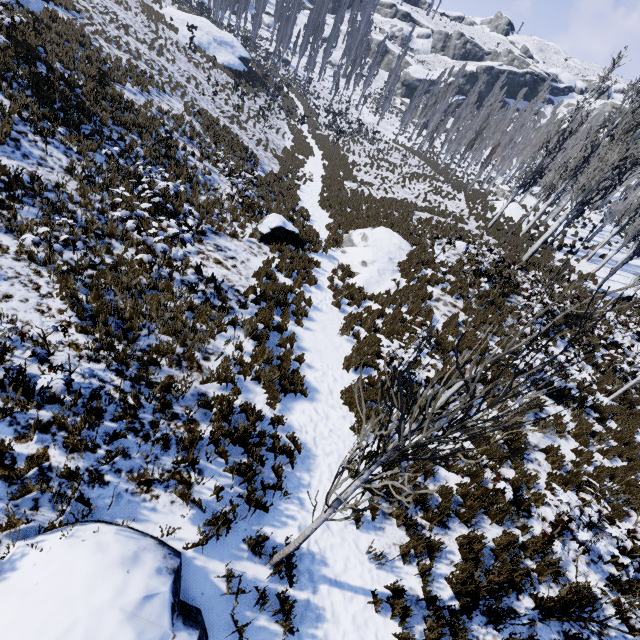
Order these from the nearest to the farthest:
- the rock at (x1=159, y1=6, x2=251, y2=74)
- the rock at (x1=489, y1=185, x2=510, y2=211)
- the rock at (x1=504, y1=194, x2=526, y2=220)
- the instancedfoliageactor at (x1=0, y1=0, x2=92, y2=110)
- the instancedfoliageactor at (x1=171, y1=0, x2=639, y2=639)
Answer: the instancedfoliageactor at (x1=171, y1=0, x2=639, y2=639), the instancedfoliageactor at (x1=0, y1=0, x2=92, y2=110), the rock at (x1=504, y1=194, x2=526, y2=220), the rock at (x1=489, y1=185, x2=510, y2=211), the rock at (x1=159, y1=6, x2=251, y2=74)

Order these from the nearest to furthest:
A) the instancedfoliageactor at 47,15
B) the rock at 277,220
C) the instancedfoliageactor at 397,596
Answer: the instancedfoliageactor at 397,596 < the instancedfoliageactor at 47,15 < the rock at 277,220

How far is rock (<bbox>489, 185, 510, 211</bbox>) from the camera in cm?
2703

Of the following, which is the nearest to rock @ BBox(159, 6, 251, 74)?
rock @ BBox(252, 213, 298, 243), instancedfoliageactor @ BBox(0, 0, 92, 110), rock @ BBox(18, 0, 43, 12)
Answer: instancedfoliageactor @ BBox(0, 0, 92, 110)

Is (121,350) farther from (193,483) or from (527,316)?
(527,316)

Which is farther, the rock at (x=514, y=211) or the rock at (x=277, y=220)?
the rock at (x=514, y=211)

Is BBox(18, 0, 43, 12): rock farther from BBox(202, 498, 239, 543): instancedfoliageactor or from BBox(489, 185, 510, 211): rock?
BBox(489, 185, 510, 211): rock

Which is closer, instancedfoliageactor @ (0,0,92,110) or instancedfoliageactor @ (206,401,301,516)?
instancedfoliageactor @ (206,401,301,516)
